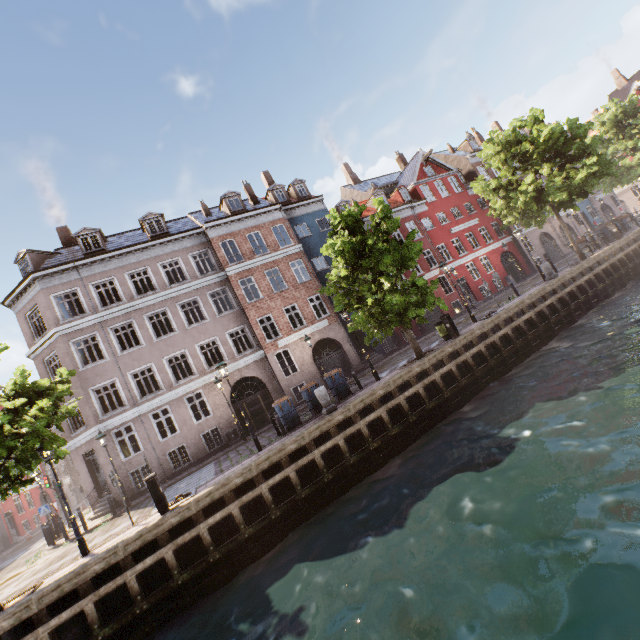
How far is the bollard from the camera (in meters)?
15.55

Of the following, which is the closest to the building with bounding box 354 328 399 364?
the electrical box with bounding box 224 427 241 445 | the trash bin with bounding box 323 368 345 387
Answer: the electrical box with bounding box 224 427 241 445

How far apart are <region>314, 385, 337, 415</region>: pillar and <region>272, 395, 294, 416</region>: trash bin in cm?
134

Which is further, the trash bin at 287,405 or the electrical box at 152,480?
the trash bin at 287,405

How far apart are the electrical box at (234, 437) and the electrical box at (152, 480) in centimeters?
902cm

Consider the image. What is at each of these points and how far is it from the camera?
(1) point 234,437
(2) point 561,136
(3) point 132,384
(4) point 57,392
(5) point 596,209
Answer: (1) electrical box, 19.2 meters
(2) tree, 19.8 meters
(3) building, 18.7 meters
(4) tree, 10.7 meters
(5) building, 39.0 meters

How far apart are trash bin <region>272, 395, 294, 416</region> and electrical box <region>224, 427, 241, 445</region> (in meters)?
6.32

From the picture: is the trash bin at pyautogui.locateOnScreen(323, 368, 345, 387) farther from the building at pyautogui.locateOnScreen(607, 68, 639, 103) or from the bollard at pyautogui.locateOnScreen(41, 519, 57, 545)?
the building at pyautogui.locateOnScreen(607, 68, 639, 103)
